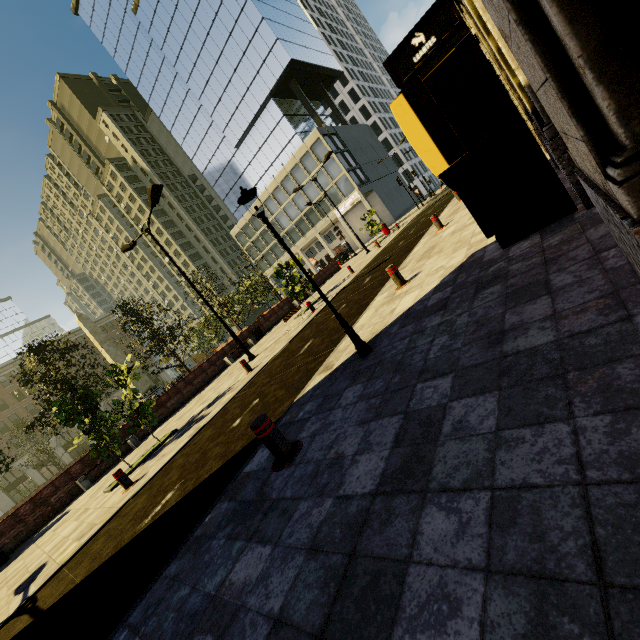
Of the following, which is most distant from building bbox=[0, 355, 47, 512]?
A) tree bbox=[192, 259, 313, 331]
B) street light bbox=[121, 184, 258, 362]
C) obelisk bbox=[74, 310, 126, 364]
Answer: street light bbox=[121, 184, 258, 362]

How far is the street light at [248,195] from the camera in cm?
449

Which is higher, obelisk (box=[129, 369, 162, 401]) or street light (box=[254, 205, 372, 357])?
obelisk (box=[129, 369, 162, 401])

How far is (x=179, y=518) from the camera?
4.4m

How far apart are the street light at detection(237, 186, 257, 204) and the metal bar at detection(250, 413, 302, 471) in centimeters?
166cm

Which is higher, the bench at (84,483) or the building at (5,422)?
the building at (5,422)

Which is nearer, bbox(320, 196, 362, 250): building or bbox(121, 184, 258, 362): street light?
bbox(121, 184, 258, 362): street light

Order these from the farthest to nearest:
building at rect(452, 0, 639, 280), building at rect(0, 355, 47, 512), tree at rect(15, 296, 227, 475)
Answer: building at rect(0, 355, 47, 512) → tree at rect(15, 296, 227, 475) → building at rect(452, 0, 639, 280)
